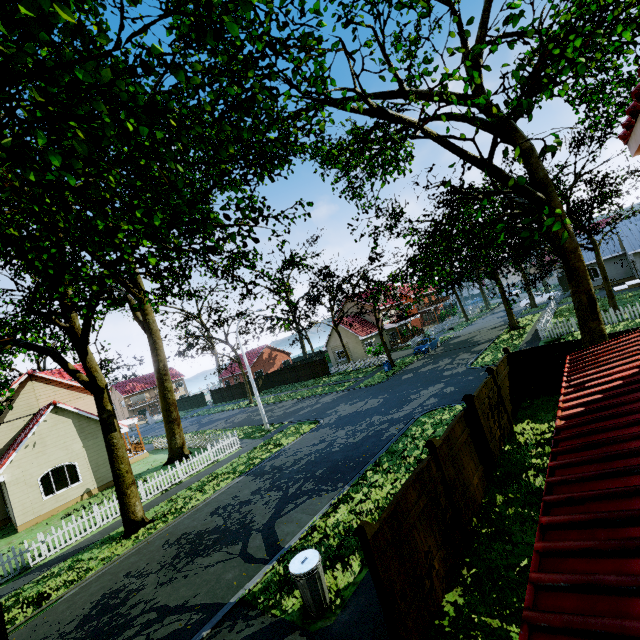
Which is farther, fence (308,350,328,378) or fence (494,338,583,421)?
fence (308,350,328,378)

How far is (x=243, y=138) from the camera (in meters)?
9.45

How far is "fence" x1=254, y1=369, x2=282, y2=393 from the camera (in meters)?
46.88

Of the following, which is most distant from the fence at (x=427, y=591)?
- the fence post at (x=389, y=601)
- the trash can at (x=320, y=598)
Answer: the trash can at (x=320, y=598)

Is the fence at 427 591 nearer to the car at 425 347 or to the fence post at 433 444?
the fence post at 433 444

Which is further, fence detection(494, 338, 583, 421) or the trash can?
fence detection(494, 338, 583, 421)

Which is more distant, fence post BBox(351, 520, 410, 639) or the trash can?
the trash can

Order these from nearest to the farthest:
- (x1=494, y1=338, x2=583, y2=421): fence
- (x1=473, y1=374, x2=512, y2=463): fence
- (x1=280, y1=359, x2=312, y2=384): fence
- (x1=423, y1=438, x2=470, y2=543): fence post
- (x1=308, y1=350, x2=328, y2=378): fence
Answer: (x1=423, y1=438, x2=470, y2=543): fence post, (x1=473, y1=374, x2=512, y2=463): fence, (x1=494, y1=338, x2=583, y2=421): fence, (x1=308, y1=350, x2=328, y2=378): fence, (x1=280, y1=359, x2=312, y2=384): fence
